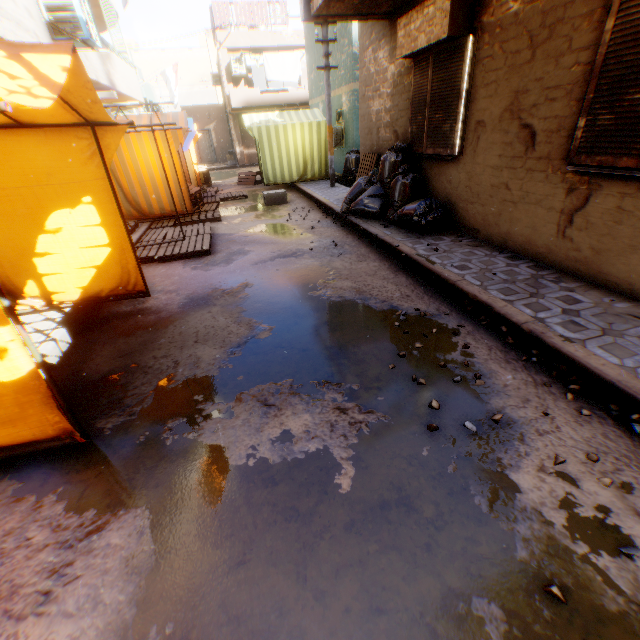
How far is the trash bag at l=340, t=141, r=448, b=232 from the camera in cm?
584

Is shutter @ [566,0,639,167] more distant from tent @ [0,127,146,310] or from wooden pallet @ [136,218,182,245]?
wooden pallet @ [136,218,182,245]

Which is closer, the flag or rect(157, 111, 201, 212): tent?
rect(157, 111, 201, 212): tent

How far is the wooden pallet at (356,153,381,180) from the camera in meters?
8.1

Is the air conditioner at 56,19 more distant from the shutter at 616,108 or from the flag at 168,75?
the flag at 168,75

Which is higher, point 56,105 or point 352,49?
point 352,49

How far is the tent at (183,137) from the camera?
8.34m

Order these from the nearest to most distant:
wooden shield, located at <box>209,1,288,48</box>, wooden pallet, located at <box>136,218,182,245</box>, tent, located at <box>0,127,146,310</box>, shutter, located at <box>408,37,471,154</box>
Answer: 1. tent, located at <box>0,127,146,310</box>
2. shutter, located at <box>408,37,471,154</box>
3. wooden pallet, located at <box>136,218,182,245</box>
4. wooden shield, located at <box>209,1,288,48</box>
